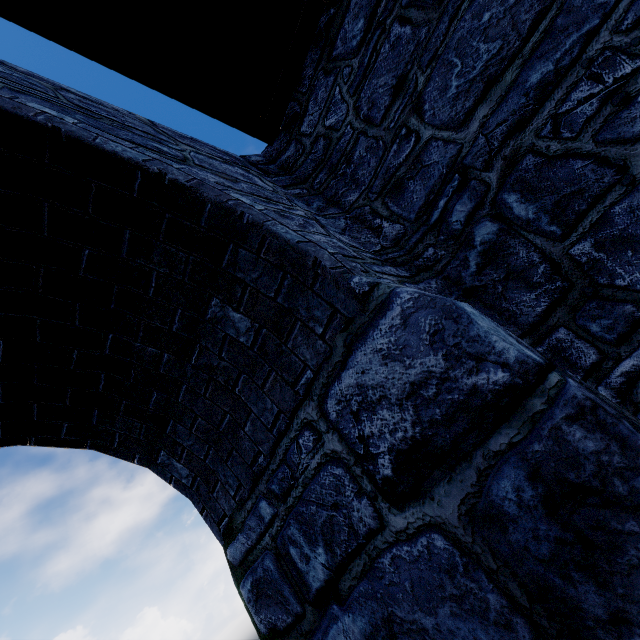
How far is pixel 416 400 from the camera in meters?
1.2
